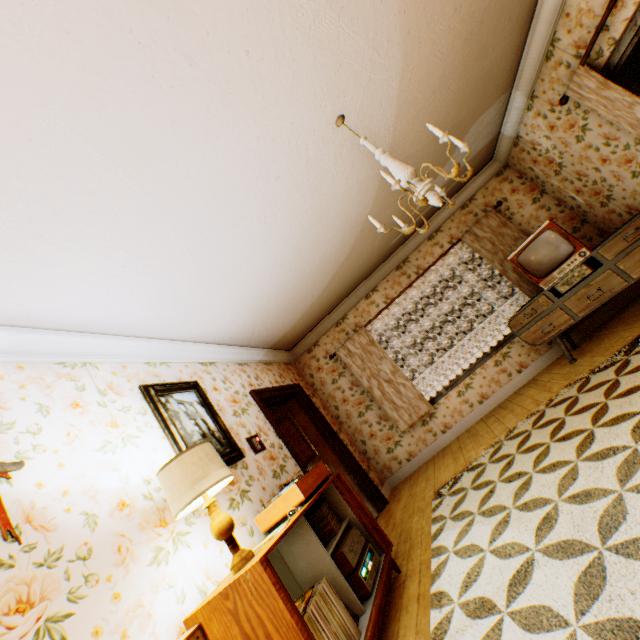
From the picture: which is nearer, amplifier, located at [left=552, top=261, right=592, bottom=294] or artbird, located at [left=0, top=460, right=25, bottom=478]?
artbird, located at [left=0, top=460, right=25, bottom=478]

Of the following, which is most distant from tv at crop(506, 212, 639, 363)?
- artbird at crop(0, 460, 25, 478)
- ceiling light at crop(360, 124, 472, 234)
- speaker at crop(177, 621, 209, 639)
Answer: artbird at crop(0, 460, 25, 478)

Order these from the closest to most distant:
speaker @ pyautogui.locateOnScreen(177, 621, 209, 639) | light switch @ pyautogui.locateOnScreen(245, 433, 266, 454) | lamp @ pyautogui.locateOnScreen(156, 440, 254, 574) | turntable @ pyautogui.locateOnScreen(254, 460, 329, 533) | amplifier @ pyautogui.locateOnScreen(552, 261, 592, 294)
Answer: speaker @ pyautogui.locateOnScreen(177, 621, 209, 639), lamp @ pyautogui.locateOnScreen(156, 440, 254, 574), turntable @ pyautogui.locateOnScreen(254, 460, 329, 533), light switch @ pyautogui.locateOnScreen(245, 433, 266, 454), amplifier @ pyautogui.locateOnScreen(552, 261, 592, 294)

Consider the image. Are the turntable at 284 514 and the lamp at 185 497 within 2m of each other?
yes

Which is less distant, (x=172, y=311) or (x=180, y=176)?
(x=180, y=176)

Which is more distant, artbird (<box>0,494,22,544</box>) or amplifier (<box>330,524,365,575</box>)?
amplifier (<box>330,524,365,575</box>)

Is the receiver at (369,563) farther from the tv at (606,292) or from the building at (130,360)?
the tv at (606,292)

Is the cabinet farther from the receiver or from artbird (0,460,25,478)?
artbird (0,460,25,478)
